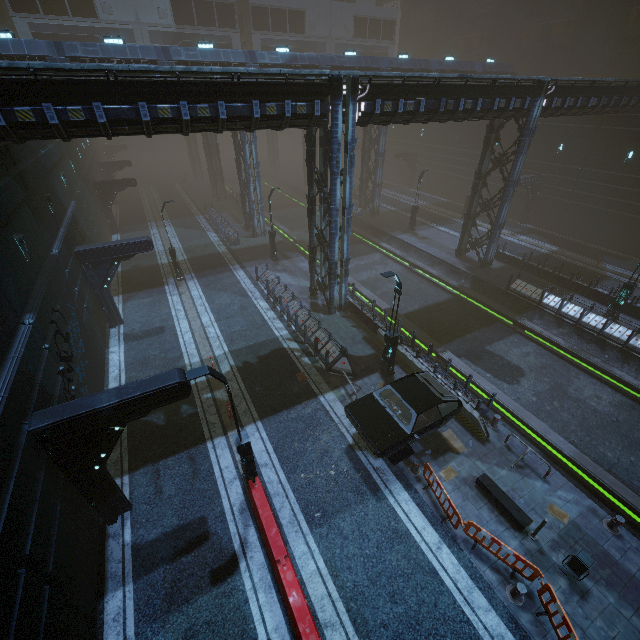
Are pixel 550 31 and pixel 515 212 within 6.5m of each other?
no

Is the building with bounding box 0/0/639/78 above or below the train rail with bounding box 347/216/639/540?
above

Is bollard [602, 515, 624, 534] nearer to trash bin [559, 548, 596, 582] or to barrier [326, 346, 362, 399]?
trash bin [559, 548, 596, 582]

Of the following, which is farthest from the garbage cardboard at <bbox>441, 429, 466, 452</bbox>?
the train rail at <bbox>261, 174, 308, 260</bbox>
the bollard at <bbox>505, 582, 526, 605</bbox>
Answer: the bollard at <bbox>505, 582, 526, 605</bbox>

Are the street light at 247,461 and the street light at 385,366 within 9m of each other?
yes

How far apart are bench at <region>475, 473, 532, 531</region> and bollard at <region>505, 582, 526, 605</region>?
1.5 meters

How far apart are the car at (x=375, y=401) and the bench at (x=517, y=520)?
1.90m

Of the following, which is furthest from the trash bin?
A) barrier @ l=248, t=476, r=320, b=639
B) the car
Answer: barrier @ l=248, t=476, r=320, b=639
